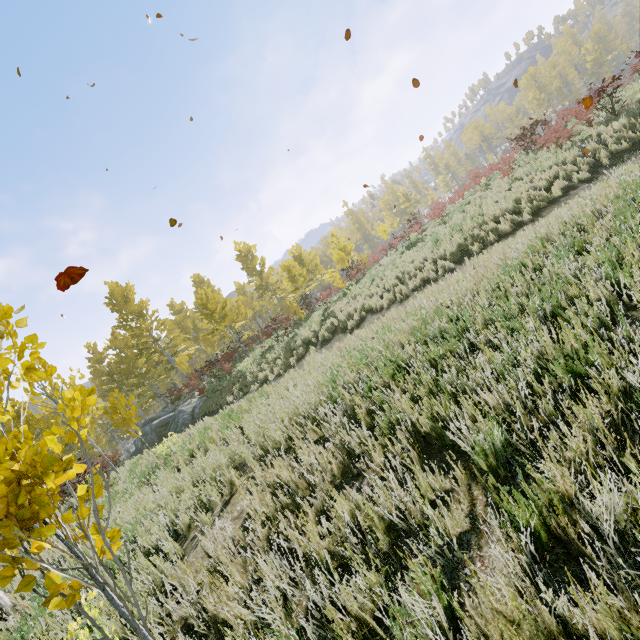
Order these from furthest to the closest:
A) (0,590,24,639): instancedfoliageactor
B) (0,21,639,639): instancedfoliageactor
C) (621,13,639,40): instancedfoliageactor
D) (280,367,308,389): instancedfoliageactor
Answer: (621,13,639,40): instancedfoliageactor → (280,367,308,389): instancedfoliageactor → (0,590,24,639): instancedfoliageactor → (0,21,639,639): instancedfoliageactor

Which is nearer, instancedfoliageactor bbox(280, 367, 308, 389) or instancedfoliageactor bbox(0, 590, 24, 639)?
instancedfoliageactor bbox(0, 590, 24, 639)

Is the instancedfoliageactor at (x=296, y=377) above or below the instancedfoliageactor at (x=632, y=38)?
below

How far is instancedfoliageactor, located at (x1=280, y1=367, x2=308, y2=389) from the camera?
7.5m

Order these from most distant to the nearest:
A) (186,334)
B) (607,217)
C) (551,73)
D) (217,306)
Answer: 1. (551,73)
2. (186,334)
3. (217,306)
4. (607,217)

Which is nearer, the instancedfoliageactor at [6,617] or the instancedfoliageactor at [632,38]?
the instancedfoliageactor at [6,617]
